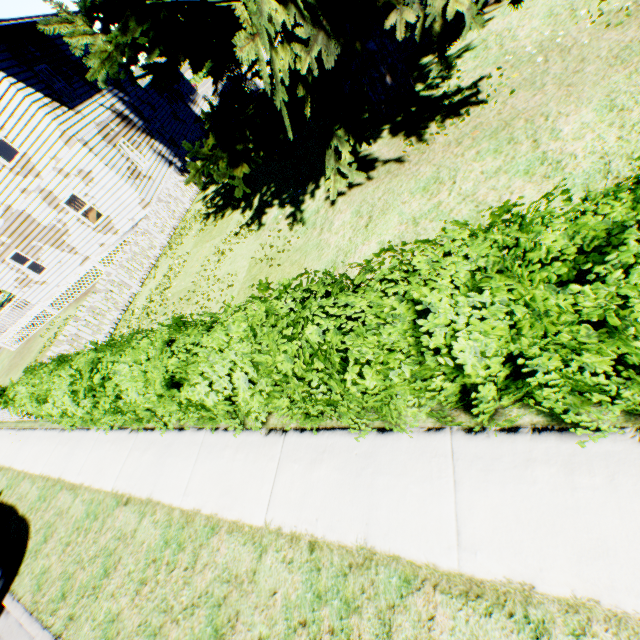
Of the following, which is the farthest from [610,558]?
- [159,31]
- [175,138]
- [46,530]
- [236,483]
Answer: [175,138]

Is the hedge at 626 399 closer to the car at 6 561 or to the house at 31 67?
the car at 6 561

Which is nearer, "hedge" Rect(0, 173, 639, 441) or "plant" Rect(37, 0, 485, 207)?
"hedge" Rect(0, 173, 639, 441)

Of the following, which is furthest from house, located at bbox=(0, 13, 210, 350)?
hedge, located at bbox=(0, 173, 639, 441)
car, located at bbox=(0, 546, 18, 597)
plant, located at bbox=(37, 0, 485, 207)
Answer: car, located at bbox=(0, 546, 18, 597)

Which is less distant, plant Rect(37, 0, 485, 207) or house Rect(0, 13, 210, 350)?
plant Rect(37, 0, 485, 207)

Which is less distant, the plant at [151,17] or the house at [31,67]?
the plant at [151,17]

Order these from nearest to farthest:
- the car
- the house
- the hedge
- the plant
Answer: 1. the hedge
2. the plant
3. the car
4. the house

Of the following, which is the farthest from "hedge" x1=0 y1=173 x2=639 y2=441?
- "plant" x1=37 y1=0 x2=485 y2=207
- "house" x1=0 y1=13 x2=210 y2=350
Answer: "house" x1=0 y1=13 x2=210 y2=350
